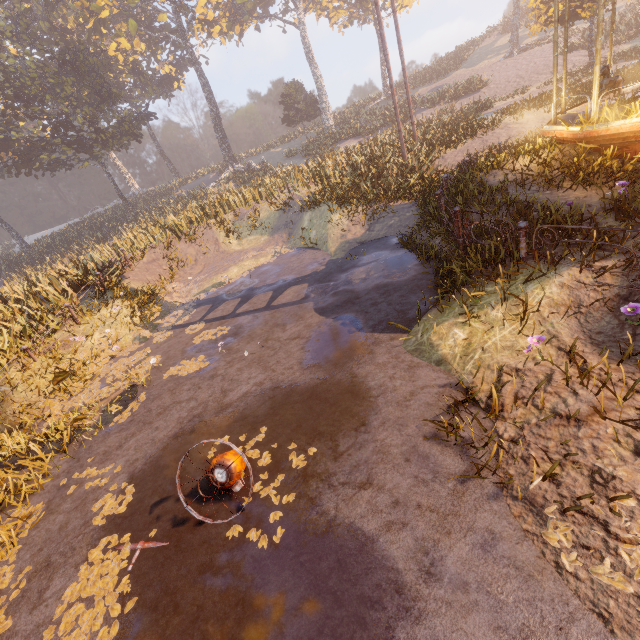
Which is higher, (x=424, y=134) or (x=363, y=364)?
(x=424, y=134)

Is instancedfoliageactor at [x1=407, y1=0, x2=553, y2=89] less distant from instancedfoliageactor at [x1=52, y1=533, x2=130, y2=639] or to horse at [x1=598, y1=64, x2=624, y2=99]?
horse at [x1=598, y1=64, x2=624, y2=99]

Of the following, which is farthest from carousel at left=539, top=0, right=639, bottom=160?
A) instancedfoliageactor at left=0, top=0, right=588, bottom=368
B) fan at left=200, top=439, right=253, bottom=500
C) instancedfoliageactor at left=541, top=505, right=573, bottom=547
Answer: fan at left=200, top=439, right=253, bottom=500

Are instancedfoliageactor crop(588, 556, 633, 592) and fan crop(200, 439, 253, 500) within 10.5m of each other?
yes

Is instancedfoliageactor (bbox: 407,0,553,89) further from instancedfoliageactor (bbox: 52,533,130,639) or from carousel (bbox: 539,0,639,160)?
instancedfoliageactor (bbox: 52,533,130,639)

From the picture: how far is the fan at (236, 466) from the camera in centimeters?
398cm

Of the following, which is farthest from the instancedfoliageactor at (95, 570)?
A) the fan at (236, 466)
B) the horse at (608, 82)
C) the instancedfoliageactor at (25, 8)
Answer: the horse at (608, 82)

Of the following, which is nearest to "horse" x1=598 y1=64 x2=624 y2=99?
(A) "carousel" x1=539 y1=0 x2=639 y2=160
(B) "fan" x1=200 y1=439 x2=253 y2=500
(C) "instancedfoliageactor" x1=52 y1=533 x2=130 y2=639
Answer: (A) "carousel" x1=539 y1=0 x2=639 y2=160
